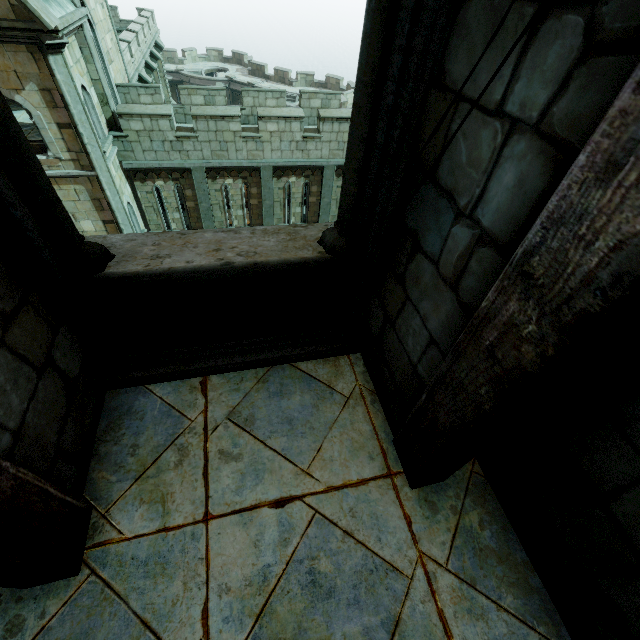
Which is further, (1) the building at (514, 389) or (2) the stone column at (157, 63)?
(2) the stone column at (157, 63)

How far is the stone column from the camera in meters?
18.9

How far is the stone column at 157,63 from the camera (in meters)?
18.92

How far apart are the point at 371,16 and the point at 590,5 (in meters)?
0.93

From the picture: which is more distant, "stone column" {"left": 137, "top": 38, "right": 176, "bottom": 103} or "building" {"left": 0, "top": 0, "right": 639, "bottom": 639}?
"stone column" {"left": 137, "top": 38, "right": 176, "bottom": 103}
